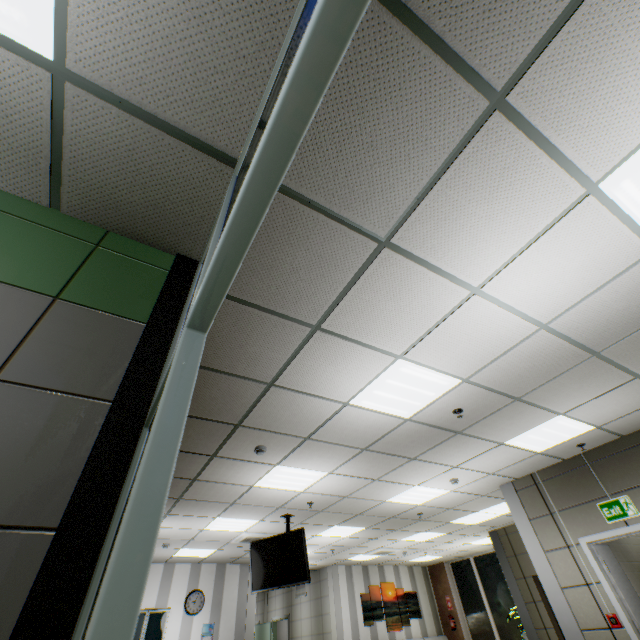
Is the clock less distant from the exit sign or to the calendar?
the calendar

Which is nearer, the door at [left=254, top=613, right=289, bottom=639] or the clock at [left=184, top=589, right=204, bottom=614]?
the clock at [left=184, top=589, right=204, bottom=614]

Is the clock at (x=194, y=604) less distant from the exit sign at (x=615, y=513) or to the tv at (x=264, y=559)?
the tv at (x=264, y=559)

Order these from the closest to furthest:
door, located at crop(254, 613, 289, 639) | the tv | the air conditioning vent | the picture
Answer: the tv → the air conditioning vent → the picture → door, located at crop(254, 613, 289, 639)

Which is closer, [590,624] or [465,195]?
[465,195]

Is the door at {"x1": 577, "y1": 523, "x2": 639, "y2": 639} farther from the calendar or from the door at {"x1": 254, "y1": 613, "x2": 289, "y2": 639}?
the door at {"x1": 254, "y1": 613, "x2": 289, "y2": 639}

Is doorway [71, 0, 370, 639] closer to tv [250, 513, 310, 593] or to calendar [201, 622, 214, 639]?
tv [250, 513, 310, 593]

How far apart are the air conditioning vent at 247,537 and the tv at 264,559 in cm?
104
